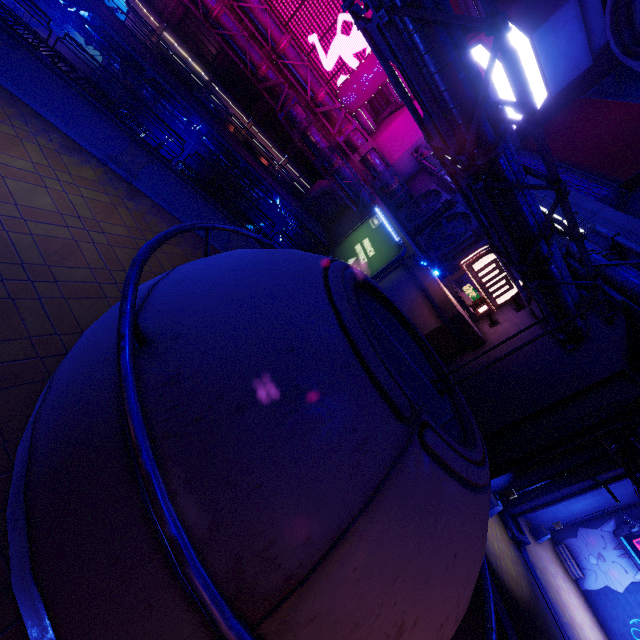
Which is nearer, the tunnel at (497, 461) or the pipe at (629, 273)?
the pipe at (629, 273)

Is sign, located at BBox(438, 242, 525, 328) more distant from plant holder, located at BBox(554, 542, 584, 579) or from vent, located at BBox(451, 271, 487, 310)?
plant holder, located at BBox(554, 542, 584, 579)

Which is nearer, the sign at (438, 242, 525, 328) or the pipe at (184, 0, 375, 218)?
the sign at (438, 242, 525, 328)

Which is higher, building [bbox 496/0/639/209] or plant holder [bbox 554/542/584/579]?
building [bbox 496/0/639/209]

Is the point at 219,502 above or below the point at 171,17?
above

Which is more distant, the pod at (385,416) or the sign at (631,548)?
the sign at (631,548)

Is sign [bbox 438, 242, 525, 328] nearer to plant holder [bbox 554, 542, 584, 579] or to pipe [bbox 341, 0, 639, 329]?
pipe [bbox 341, 0, 639, 329]

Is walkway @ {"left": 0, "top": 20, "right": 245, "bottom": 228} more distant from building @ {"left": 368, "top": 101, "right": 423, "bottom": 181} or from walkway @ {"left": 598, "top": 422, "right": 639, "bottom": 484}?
building @ {"left": 368, "top": 101, "right": 423, "bottom": 181}
